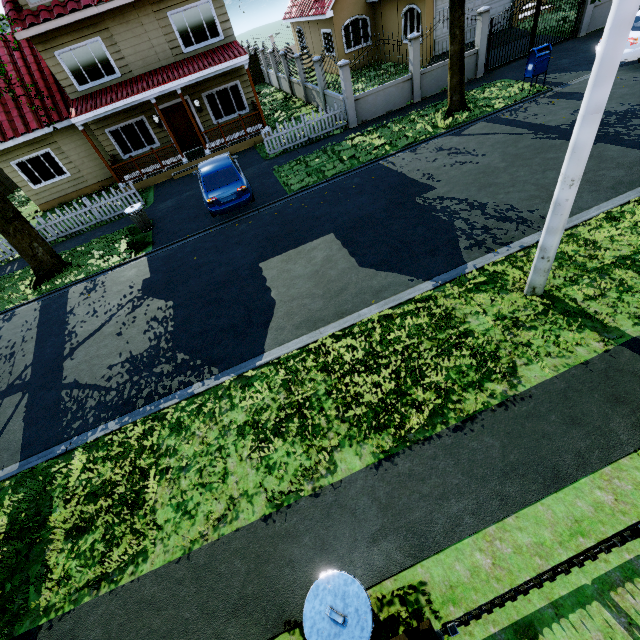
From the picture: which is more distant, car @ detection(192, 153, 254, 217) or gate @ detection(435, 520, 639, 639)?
car @ detection(192, 153, 254, 217)

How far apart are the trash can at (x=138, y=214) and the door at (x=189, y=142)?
6.65m

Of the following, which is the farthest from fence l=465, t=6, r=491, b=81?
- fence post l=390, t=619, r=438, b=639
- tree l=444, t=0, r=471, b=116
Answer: tree l=444, t=0, r=471, b=116

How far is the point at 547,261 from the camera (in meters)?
5.49

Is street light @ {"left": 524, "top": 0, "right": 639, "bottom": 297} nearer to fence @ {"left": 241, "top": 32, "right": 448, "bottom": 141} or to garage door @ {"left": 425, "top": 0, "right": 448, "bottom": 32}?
fence @ {"left": 241, "top": 32, "right": 448, "bottom": 141}

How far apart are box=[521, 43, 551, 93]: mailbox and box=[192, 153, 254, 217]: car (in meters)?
11.58

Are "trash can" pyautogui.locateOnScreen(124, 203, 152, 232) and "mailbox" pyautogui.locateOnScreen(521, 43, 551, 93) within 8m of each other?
no

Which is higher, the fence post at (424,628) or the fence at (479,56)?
the fence post at (424,628)
